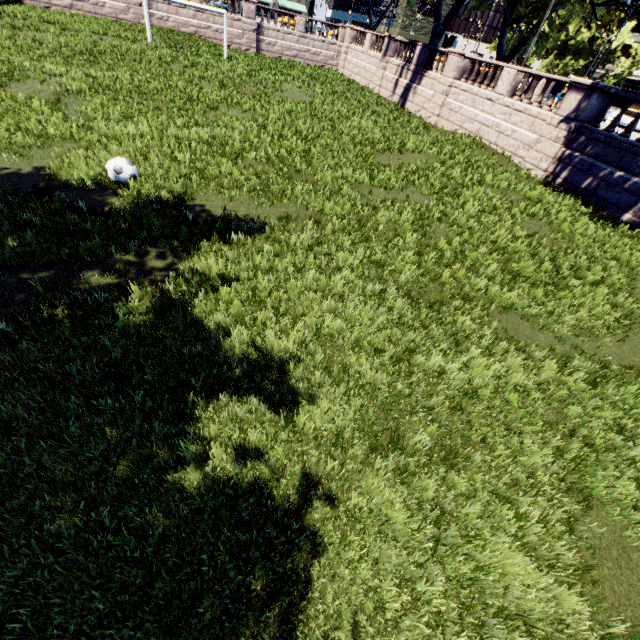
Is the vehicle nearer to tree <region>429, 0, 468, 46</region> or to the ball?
tree <region>429, 0, 468, 46</region>

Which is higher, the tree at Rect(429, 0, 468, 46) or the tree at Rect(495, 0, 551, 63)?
the tree at Rect(495, 0, 551, 63)

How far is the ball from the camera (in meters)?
7.55

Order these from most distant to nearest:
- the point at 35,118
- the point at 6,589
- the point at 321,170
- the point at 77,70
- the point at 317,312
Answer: Answer: the point at 77,70 < the point at 321,170 < the point at 35,118 < the point at 317,312 < the point at 6,589

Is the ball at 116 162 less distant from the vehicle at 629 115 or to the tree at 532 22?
the tree at 532 22
